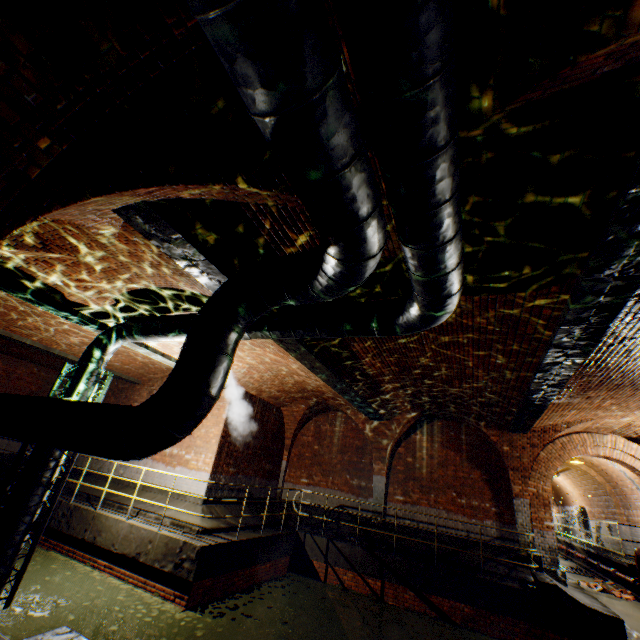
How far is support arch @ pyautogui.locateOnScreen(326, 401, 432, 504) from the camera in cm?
1283

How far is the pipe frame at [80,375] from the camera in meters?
7.1

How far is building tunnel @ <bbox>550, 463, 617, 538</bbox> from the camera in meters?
16.4

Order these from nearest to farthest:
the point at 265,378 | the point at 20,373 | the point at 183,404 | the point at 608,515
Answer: the point at 183,404 → the point at 265,378 → the point at 20,373 → the point at 608,515

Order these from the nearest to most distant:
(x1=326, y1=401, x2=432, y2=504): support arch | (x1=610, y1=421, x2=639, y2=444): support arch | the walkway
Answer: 1. (x1=610, y1=421, x2=639, y2=444): support arch
2. the walkway
3. (x1=326, y1=401, x2=432, y2=504): support arch

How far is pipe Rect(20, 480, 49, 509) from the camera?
6.34m

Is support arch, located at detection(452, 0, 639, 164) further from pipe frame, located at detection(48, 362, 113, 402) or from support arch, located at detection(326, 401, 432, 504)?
pipe frame, located at detection(48, 362, 113, 402)

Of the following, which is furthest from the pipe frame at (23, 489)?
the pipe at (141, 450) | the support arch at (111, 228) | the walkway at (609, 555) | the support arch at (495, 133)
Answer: the walkway at (609, 555)
